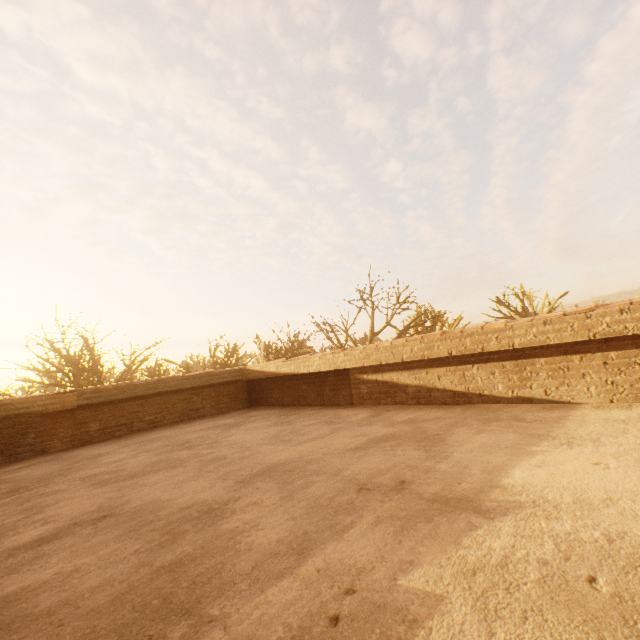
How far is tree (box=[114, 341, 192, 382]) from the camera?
21.0 meters

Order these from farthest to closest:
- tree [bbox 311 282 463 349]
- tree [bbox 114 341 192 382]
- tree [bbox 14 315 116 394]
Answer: tree [bbox 114 341 192 382] < tree [bbox 311 282 463 349] < tree [bbox 14 315 116 394]

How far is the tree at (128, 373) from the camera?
21.02m

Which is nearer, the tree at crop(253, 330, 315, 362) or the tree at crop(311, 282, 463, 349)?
the tree at crop(311, 282, 463, 349)

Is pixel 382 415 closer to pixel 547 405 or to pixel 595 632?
pixel 547 405
